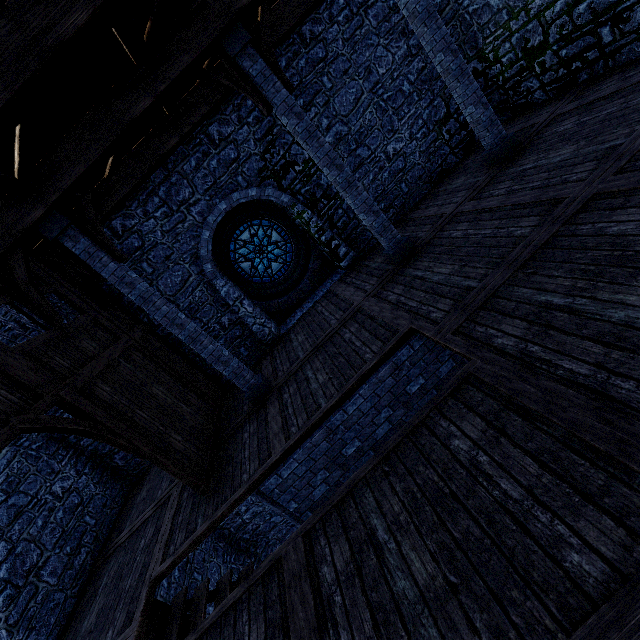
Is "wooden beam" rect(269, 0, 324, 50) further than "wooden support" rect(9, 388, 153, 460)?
Yes

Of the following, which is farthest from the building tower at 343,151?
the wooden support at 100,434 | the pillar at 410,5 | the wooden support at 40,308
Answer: the wooden support at 100,434

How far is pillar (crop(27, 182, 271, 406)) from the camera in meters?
5.9 m

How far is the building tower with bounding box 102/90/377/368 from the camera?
8.4m

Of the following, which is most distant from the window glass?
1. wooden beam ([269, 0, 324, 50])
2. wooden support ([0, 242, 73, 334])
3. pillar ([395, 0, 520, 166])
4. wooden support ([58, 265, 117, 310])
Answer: pillar ([395, 0, 520, 166])

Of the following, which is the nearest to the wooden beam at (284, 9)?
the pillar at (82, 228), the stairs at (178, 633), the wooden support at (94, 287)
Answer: the wooden support at (94, 287)

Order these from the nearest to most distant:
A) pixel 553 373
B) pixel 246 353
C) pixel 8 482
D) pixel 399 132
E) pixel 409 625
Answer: pixel 409 625 < pixel 553 373 < pixel 8 482 < pixel 399 132 < pixel 246 353

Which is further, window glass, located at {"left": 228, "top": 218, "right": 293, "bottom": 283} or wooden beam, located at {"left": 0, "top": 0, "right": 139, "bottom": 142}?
window glass, located at {"left": 228, "top": 218, "right": 293, "bottom": 283}
